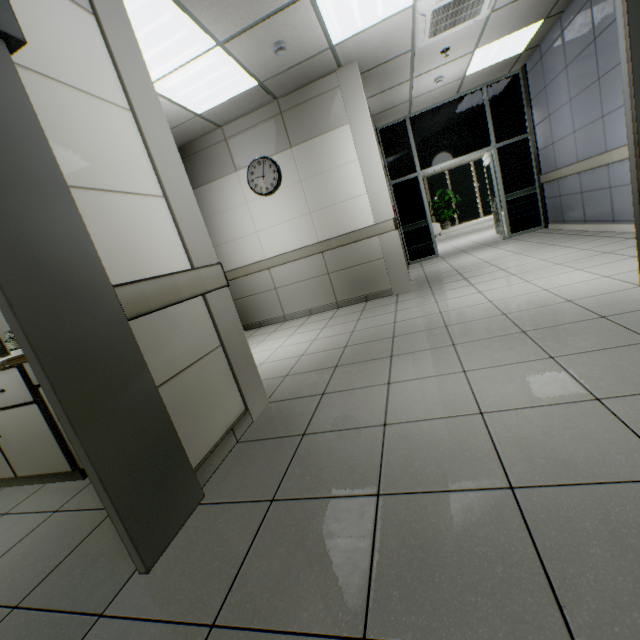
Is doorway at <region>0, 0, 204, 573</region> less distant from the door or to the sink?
the sink

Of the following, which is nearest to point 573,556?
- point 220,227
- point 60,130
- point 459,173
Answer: point 60,130

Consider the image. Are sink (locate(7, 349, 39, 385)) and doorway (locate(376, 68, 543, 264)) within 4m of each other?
no

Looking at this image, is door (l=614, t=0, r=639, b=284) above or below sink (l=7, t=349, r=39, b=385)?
above

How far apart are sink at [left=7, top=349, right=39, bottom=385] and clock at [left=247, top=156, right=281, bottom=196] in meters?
3.5

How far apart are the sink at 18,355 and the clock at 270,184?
3.46m

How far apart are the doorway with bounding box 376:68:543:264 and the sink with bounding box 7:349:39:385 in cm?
686

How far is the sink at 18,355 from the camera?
1.9 meters
